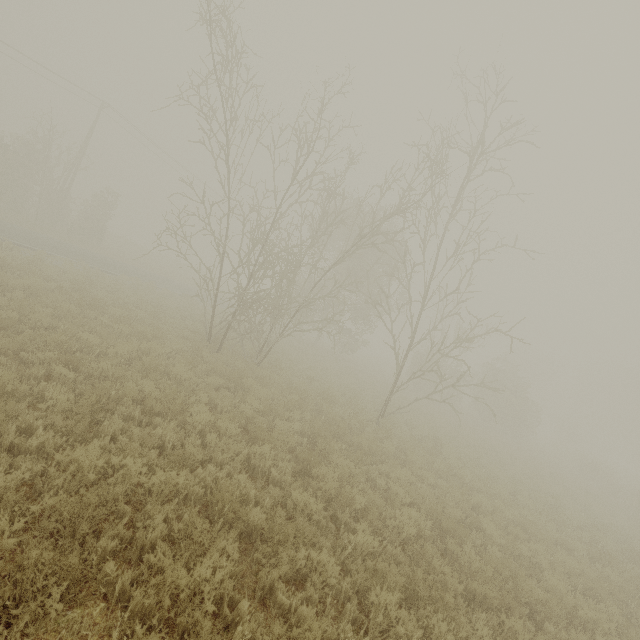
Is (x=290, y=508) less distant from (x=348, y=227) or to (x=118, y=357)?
(x=118, y=357)
